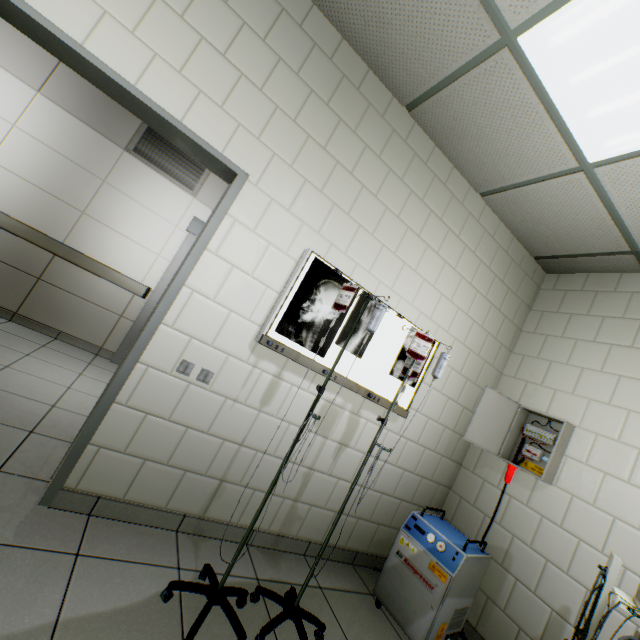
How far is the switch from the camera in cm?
190

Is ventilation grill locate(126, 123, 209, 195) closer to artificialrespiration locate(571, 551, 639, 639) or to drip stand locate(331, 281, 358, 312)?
drip stand locate(331, 281, 358, 312)

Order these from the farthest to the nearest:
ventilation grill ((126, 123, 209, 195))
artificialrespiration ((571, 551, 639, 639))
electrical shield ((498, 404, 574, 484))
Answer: ventilation grill ((126, 123, 209, 195)) < electrical shield ((498, 404, 574, 484)) < artificialrespiration ((571, 551, 639, 639))

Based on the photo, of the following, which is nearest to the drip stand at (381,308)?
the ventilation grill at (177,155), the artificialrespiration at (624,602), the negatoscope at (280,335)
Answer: the negatoscope at (280,335)

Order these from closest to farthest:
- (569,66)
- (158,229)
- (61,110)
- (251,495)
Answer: (569,66), (251,495), (61,110), (158,229)

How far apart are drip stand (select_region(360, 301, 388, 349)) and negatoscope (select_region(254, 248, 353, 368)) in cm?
36

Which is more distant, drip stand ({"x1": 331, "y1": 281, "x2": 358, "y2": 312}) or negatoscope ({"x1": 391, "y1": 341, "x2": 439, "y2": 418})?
negatoscope ({"x1": 391, "y1": 341, "x2": 439, "y2": 418})

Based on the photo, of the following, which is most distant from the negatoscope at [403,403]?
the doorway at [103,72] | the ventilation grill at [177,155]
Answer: the ventilation grill at [177,155]
